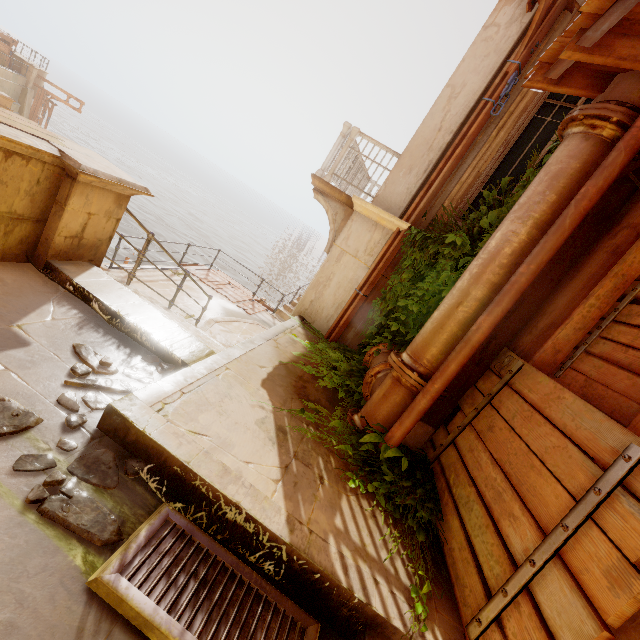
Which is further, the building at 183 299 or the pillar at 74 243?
the building at 183 299

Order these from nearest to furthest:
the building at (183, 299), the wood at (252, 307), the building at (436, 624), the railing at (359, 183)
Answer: the building at (436, 624) → the railing at (359, 183) → the building at (183, 299) → the wood at (252, 307)

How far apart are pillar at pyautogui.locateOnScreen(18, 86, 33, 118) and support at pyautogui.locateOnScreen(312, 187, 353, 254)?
34.4 meters

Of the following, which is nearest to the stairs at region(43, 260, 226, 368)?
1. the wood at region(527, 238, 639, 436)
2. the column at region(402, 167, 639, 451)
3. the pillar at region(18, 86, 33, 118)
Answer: the column at region(402, 167, 639, 451)

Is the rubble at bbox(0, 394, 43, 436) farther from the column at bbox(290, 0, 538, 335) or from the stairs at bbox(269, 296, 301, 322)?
the stairs at bbox(269, 296, 301, 322)

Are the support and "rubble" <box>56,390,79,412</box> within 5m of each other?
yes

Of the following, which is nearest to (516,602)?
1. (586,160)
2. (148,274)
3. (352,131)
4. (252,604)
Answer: (252,604)

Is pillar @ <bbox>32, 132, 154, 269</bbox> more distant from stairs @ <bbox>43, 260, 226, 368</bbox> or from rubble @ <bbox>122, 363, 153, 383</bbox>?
rubble @ <bbox>122, 363, 153, 383</bbox>
